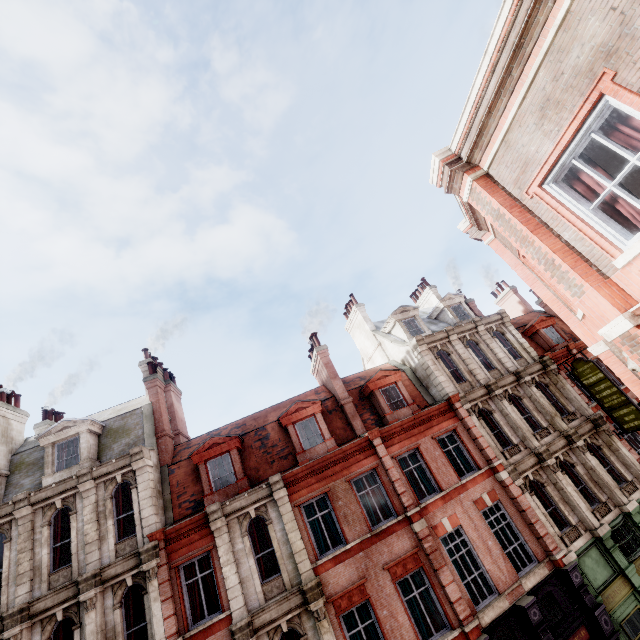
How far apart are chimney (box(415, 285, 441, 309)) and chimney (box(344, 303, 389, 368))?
6.60m

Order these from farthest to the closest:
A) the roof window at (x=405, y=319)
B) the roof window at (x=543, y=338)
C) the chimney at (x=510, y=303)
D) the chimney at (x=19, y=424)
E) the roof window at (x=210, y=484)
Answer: the chimney at (x=510, y=303) → the roof window at (x=543, y=338) → the roof window at (x=405, y=319) → the chimney at (x=19, y=424) → the roof window at (x=210, y=484)

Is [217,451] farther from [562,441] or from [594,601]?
[562,441]

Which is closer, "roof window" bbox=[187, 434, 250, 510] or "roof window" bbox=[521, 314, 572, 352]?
"roof window" bbox=[187, 434, 250, 510]

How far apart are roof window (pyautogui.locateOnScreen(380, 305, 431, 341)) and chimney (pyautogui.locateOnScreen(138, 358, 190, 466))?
15.0 meters

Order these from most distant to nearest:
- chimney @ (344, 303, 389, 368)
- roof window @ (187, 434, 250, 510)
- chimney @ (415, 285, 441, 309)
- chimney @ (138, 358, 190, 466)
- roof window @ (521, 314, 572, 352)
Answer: chimney @ (415, 285, 441, 309)
chimney @ (344, 303, 389, 368)
roof window @ (521, 314, 572, 352)
chimney @ (138, 358, 190, 466)
roof window @ (187, 434, 250, 510)

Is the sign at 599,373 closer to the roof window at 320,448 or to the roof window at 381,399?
the roof window at 381,399

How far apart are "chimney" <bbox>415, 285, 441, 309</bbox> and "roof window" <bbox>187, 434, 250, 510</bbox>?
19.22m
